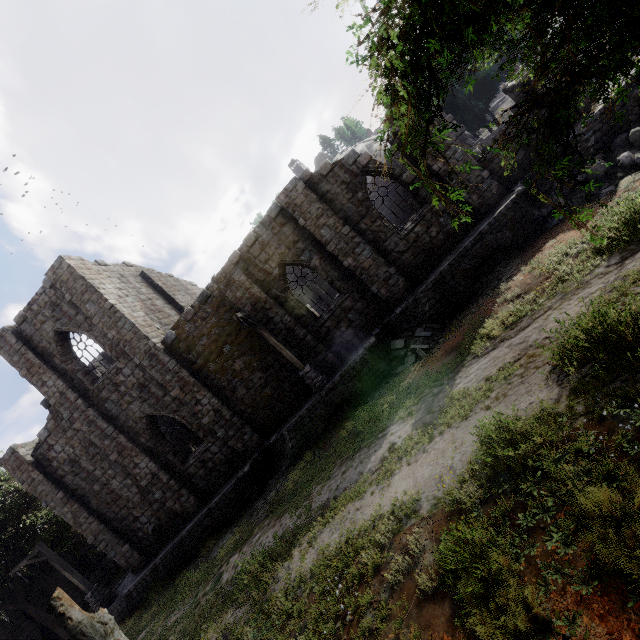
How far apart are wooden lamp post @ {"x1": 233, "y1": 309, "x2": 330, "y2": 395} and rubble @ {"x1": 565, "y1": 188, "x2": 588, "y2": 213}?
9.9m

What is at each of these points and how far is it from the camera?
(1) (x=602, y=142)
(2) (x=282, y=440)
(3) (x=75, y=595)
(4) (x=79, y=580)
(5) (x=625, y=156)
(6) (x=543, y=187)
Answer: (1) building base, 11.21m
(2) building base, 13.91m
(3) building, 23.92m
(4) wooden lamp post, 16.30m
(5) rubble, 9.91m
(6) building base, 12.55m

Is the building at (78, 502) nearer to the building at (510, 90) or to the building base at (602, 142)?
the building base at (602, 142)

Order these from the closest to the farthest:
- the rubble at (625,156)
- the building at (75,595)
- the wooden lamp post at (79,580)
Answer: the rubble at (625,156) → the wooden lamp post at (79,580) → the building at (75,595)

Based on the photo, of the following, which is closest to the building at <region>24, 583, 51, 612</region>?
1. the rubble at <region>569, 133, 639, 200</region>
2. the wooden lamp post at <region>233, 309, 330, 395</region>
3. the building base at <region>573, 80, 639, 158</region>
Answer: the building base at <region>573, 80, 639, 158</region>

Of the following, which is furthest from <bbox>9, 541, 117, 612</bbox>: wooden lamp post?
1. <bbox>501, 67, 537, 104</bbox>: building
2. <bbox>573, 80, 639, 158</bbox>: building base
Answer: <bbox>501, 67, 537, 104</bbox>: building

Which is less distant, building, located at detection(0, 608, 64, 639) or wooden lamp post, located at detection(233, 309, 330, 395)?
wooden lamp post, located at detection(233, 309, 330, 395)

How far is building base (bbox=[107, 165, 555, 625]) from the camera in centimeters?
1184cm
